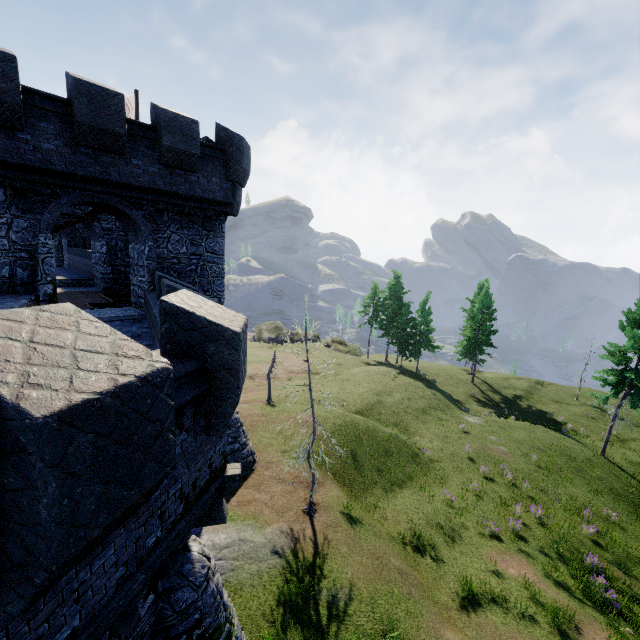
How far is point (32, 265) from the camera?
10.4 meters

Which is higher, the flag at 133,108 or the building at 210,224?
the flag at 133,108

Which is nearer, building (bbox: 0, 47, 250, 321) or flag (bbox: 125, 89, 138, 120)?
building (bbox: 0, 47, 250, 321)

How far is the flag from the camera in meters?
19.2

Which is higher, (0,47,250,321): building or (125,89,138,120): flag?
(125,89,138,120): flag

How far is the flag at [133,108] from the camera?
19.2 meters
